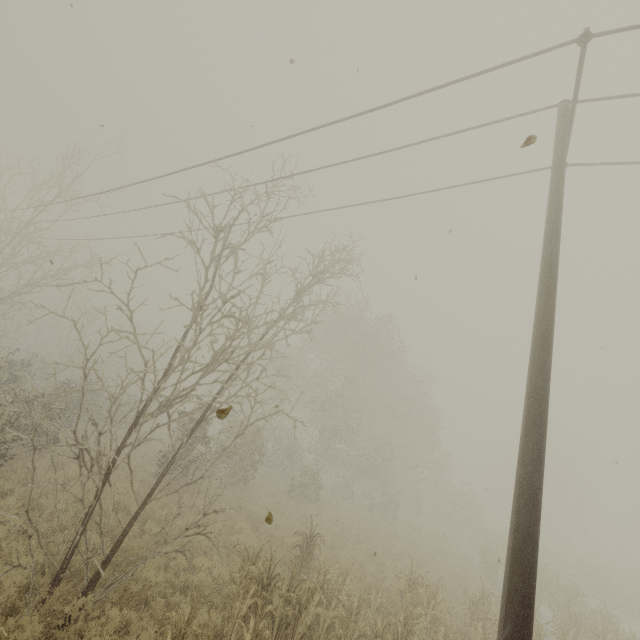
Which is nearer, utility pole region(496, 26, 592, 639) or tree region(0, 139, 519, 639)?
utility pole region(496, 26, 592, 639)

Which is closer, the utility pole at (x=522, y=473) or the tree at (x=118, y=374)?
the utility pole at (x=522, y=473)

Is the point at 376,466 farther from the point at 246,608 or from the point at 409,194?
the point at 409,194
